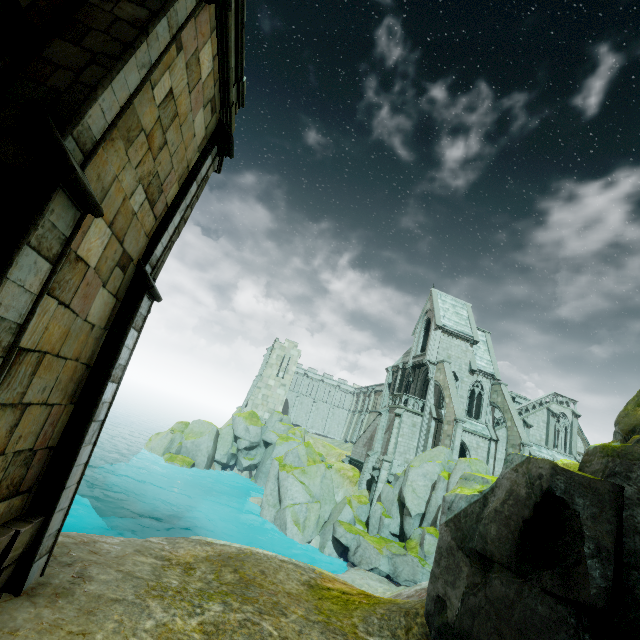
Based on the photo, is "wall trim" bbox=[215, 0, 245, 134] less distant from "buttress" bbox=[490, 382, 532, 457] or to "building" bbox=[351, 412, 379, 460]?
"building" bbox=[351, 412, 379, 460]

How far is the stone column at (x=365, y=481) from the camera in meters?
32.0

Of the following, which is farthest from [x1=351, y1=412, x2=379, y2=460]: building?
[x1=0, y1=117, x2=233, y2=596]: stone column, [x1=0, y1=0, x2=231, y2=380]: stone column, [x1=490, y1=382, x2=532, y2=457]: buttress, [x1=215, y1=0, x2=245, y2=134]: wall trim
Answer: [x1=0, y1=0, x2=231, y2=380]: stone column

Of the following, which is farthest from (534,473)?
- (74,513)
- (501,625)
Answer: (74,513)

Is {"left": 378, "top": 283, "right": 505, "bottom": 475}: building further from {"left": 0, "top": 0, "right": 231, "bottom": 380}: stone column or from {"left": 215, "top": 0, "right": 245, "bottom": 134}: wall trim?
{"left": 0, "top": 0, "right": 231, "bottom": 380}: stone column

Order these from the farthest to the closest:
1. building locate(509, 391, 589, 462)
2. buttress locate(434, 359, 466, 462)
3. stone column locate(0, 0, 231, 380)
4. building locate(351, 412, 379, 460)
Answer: building locate(351, 412, 379, 460)
building locate(509, 391, 589, 462)
buttress locate(434, 359, 466, 462)
stone column locate(0, 0, 231, 380)

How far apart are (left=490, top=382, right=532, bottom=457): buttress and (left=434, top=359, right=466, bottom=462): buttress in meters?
5.9 m

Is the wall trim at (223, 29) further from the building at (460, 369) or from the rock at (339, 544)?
the building at (460, 369)
